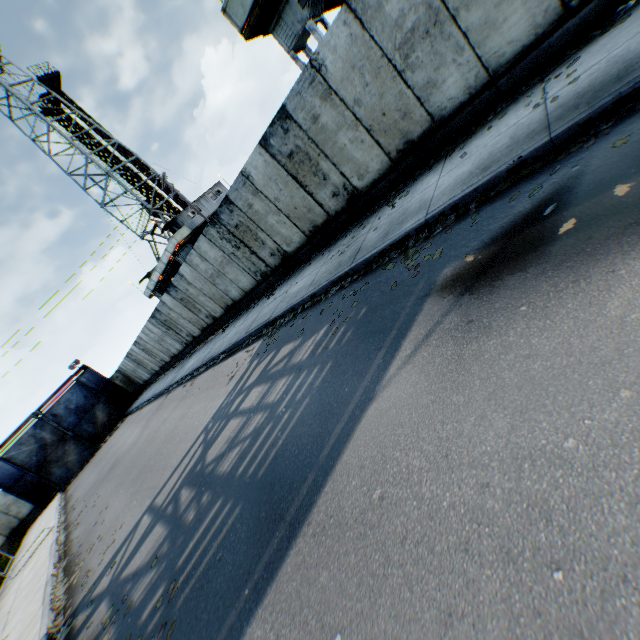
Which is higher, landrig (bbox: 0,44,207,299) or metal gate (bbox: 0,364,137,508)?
landrig (bbox: 0,44,207,299)

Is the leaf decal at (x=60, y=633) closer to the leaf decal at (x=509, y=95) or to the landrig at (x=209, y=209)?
the leaf decal at (x=509, y=95)

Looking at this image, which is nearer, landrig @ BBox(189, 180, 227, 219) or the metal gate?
the metal gate

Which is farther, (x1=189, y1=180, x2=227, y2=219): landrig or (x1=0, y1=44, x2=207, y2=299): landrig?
(x1=189, y1=180, x2=227, y2=219): landrig

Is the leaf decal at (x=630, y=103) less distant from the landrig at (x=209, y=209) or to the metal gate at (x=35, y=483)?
the landrig at (x=209, y=209)

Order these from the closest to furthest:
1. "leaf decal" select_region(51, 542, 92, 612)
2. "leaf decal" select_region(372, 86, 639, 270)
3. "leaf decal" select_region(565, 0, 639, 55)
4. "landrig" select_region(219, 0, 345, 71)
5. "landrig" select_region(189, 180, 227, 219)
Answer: "leaf decal" select_region(372, 86, 639, 270), "leaf decal" select_region(565, 0, 639, 55), "leaf decal" select_region(51, 542, 92, 612), "landrig" select_region(219, 0, 345, 71), "landrig" select_region(189, 180, 227, 219)

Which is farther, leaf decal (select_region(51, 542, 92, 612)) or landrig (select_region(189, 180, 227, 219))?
landrig (select_region(189, 180, 227, 219))

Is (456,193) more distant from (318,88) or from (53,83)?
(53,83)
